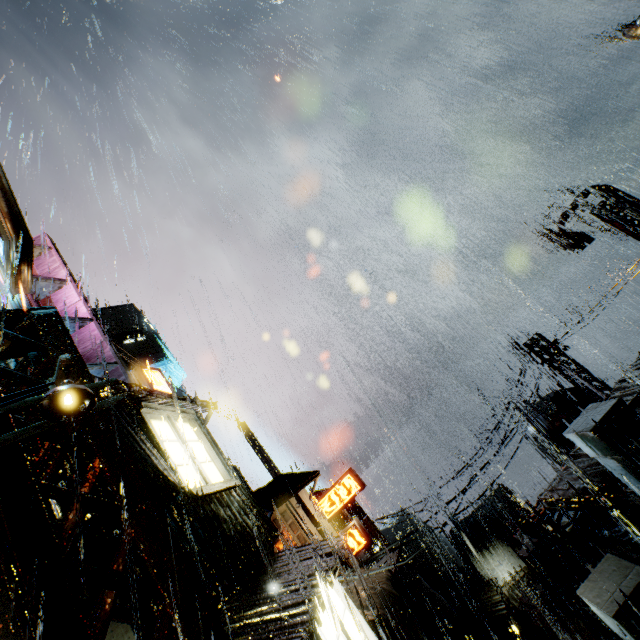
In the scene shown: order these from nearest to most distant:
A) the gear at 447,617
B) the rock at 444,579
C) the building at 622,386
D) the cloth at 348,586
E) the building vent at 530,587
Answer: the building at 622,386 < the cloth at 348,586 < the building vent at 530,587 < the gear at 447,617 < the rock at 444,579

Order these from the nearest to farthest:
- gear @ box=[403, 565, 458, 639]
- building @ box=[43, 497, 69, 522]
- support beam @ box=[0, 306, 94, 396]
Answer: support beam @ box=[0, 306, 94, 396], building @ box=[43, 497, 69, 522], gear @ box=[403, 565, 458, 639]

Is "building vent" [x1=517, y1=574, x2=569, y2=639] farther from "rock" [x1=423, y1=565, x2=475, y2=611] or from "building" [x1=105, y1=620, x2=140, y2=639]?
"rock" [x1=423, y1=565, x2=475, y2=611]

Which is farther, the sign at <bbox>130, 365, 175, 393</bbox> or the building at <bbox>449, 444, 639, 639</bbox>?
the sign at <bbox>130, 365, 175, 393</bbox>

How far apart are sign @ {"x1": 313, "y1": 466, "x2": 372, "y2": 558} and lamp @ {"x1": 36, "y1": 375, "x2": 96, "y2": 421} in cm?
2238

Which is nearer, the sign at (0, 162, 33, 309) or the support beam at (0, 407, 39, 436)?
the support beam at (0, 407, 39, 436)

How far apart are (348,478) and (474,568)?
21.5m

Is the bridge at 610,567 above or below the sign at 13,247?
below
